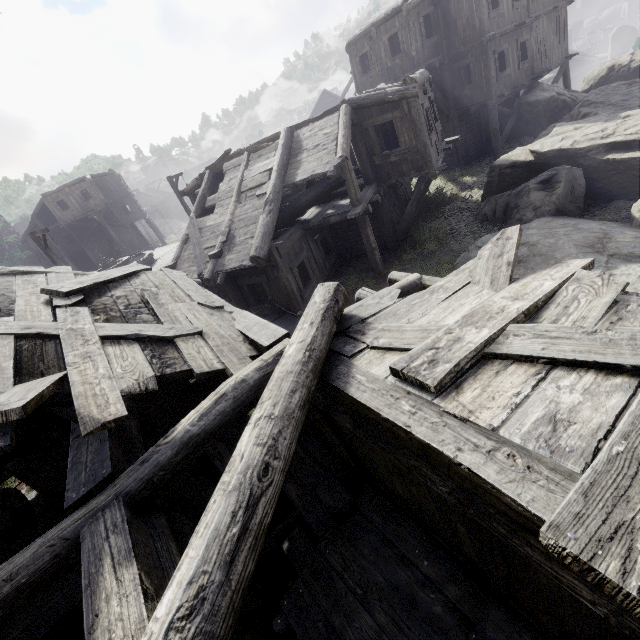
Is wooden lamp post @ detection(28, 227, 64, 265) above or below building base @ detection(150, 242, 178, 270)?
above

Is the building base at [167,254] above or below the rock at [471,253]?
above

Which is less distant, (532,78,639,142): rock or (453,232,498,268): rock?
(453,232,498,268): rock

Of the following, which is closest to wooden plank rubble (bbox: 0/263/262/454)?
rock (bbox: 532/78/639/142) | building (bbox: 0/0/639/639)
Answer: building (bbox: 0/0/639/639)

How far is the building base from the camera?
22.64m

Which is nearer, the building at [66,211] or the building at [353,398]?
the building at [353,398]

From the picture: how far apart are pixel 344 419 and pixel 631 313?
2.9m

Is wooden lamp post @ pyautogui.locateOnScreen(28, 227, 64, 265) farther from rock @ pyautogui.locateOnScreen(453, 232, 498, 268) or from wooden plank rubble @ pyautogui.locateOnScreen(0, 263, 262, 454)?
rock @ pyautogui.locateOnScreen(453, 232, 498, 268)
